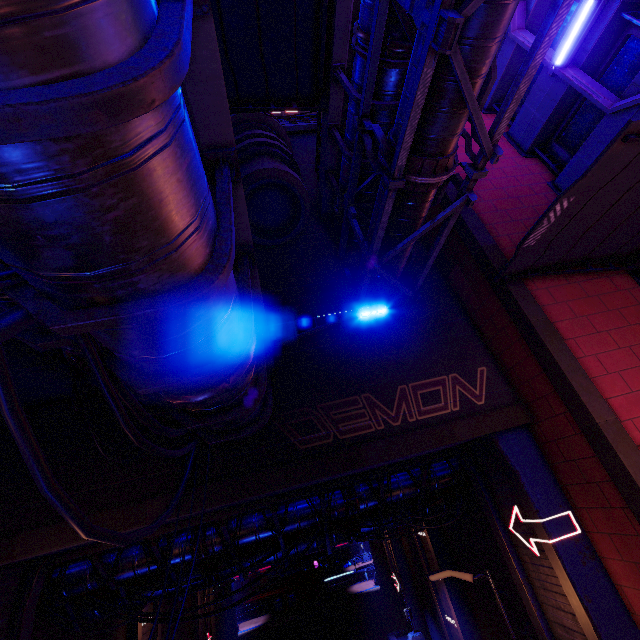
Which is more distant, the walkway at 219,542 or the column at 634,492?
the walkway at 219,542

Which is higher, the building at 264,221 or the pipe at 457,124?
the building at 264,221

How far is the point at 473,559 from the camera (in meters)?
12.72

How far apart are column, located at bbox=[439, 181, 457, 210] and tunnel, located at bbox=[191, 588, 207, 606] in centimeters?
2376cm

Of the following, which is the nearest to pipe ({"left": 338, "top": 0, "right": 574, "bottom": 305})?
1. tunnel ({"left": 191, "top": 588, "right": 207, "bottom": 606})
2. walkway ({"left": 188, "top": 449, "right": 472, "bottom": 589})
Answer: walkway ({"left": 188, "top": 449, "right": 472, "bottom": 589})

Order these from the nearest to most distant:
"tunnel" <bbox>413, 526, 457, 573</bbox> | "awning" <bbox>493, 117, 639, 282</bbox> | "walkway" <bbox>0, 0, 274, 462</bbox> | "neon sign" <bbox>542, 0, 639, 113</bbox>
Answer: "walkway" <bbox>0, 0, 274, 462</bbox> < "awning" <bbox>493, 117, 639, 282</bbox> < "neon sign" <bbox>542, 0, 639, 113</bbox> < "tunnel" <bbox>413, 526, 457, 573</bbox>

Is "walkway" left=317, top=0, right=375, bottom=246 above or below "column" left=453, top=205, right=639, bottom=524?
above

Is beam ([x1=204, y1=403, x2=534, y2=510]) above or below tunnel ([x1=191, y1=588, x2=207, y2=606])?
above
